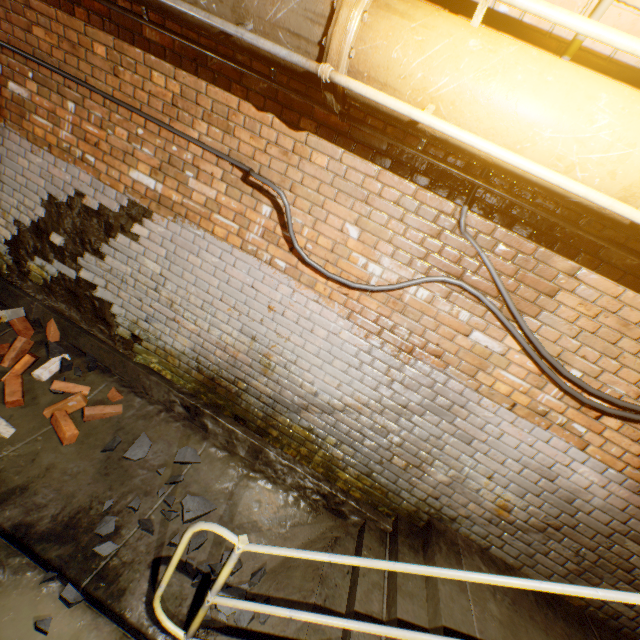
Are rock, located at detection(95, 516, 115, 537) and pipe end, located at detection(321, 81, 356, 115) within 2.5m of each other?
no

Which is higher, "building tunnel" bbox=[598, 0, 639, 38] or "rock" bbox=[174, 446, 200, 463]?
"building tunnel" bbox=[598, 0, 639, 38]

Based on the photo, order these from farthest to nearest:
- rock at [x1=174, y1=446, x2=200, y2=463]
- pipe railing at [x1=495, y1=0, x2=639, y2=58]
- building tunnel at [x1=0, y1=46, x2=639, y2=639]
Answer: rock at [x1=174, y1=446, x2=200, y2=463]
building tunnel at [x1=0, y1=46, x2=639, y2=639]
pipe railing at [x1=495, y1=0, x2=639, y2=58]

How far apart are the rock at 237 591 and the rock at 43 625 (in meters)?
0.65

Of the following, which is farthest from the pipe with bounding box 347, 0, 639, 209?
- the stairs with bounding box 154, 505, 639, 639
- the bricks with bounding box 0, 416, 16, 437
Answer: the bricks with bounding box 0, 416, 16, 437

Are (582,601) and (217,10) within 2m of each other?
no

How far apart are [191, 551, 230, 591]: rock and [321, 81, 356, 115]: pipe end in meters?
3.2 m

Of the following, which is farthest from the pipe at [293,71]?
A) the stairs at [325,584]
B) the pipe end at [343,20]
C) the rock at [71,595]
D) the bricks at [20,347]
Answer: the rock at [71,595]
